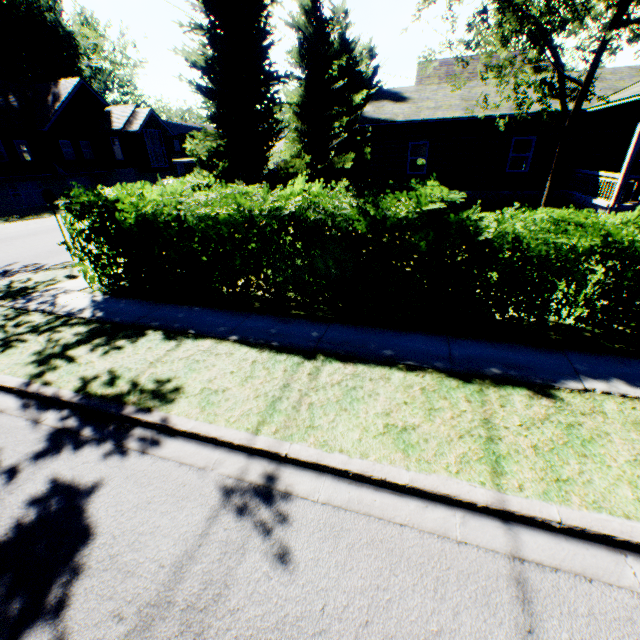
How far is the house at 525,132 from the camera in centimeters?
1570cm

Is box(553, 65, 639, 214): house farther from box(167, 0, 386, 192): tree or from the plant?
the plant

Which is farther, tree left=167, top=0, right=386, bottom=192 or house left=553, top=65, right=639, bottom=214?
house left=553, top=65, right=639, bottom=214

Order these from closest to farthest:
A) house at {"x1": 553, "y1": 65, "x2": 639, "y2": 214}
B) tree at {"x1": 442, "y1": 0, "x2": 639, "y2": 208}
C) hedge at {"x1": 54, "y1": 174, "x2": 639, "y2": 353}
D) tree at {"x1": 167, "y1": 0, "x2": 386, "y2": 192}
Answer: hedge at {"x1": 54, "y1": 174, "x2": 639, "y2": 353} → tree at {"x1": 442, "y1": 0, "x2": 639, "y2": 208} → tree at {"x1": 167, "y1": 0, "x2": 386, "y2": 192} → house at {"x1": 553, "y1": 65, "x2": 639, "y2": 214}

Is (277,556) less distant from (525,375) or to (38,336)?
(525,375)

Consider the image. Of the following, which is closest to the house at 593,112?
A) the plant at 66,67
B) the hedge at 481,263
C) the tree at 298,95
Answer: the tree at 298,95

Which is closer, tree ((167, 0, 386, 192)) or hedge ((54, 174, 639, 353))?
hedge ((54, 174, 639, 353))
